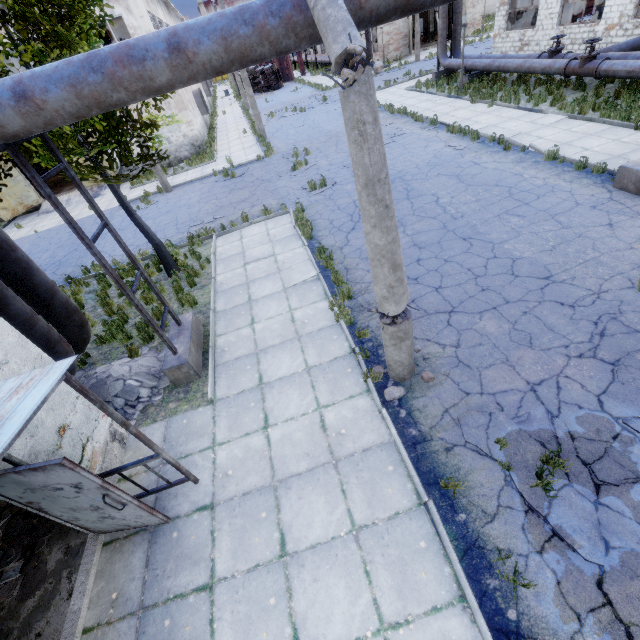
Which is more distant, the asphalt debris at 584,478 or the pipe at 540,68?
the pipe at 540,68

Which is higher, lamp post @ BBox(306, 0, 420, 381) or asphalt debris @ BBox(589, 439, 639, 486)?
lamp post @ BBox(306, 0, 420, 381)

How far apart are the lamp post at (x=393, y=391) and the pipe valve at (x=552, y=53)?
19.9 meters

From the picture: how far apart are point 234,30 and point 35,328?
5.7m

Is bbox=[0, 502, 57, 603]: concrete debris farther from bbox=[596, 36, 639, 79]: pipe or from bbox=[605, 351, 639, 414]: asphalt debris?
bbox=[605, 351, 639, 414]: asphalt debris

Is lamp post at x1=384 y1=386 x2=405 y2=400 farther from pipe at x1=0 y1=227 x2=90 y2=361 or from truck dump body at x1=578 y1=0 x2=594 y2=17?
truck dump body at x1=578 y1=0 x2=594 y2=17

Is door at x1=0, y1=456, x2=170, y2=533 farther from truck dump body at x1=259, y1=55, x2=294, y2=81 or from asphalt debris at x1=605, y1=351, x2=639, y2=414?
truck dump body at x1=259, y1=55, x2=294, y2=81

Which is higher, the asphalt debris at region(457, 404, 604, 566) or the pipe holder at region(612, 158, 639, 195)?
the pipe holder at region(612, 158, 639, 195)
